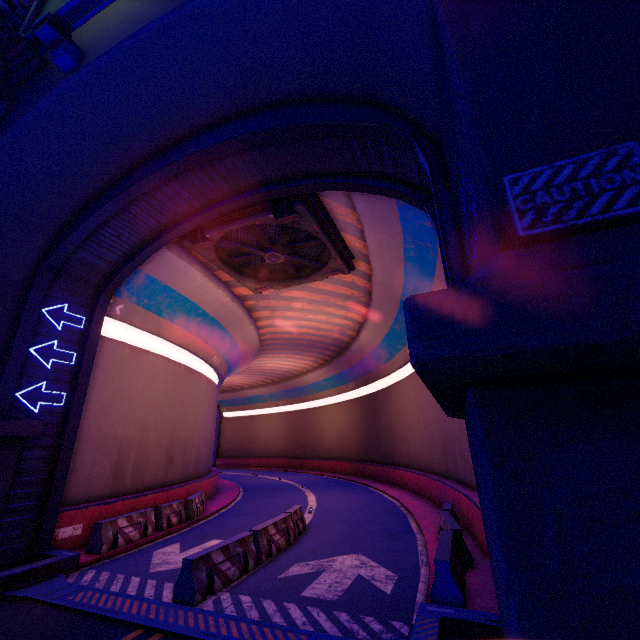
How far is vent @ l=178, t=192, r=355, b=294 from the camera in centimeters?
1158cm

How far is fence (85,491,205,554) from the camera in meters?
10.4

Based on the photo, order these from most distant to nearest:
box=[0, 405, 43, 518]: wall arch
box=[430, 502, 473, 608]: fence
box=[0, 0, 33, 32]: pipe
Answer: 1. box=[0, 0, 33, 32]: pipe
2. box=[0, 405, 43, 518]: wall arch
3. box=[430, 502, 473, 608]: fence

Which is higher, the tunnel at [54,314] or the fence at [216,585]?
the tunnel at [54,314]

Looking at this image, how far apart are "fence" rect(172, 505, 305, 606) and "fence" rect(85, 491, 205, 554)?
4.6m

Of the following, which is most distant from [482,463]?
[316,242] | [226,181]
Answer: [316,242]

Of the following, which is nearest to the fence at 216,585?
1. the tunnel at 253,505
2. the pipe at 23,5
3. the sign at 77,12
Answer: the tunnel at 253,505

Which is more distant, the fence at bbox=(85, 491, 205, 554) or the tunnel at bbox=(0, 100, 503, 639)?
the fence at bbox=(85, 491, 205, 554)
